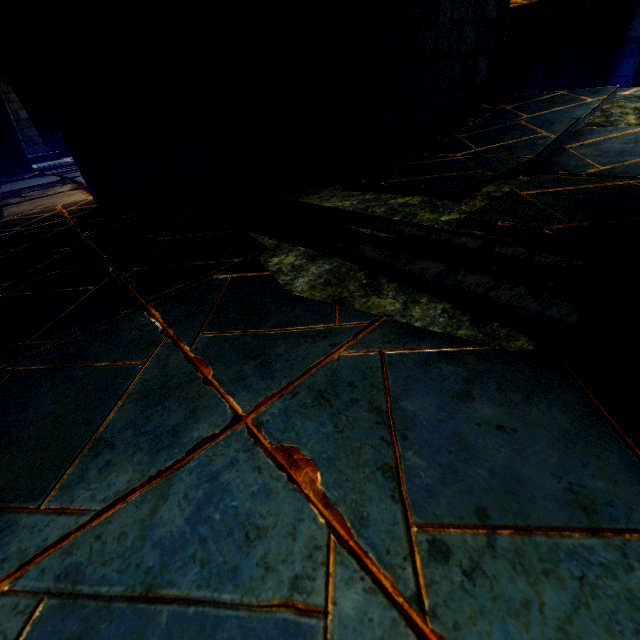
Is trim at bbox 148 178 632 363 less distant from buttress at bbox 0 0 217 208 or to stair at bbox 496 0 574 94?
buttress at bbox 0 0 217 208

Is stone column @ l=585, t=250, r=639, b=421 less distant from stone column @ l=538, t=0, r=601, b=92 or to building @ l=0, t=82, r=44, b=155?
stone column @ l=538, t=0, r=601, b=92

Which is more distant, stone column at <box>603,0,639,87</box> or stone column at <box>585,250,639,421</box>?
stone column at <box>603,0,639,87</box>

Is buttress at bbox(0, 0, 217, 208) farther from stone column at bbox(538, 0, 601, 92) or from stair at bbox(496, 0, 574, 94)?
stone column at bbox(538, 0, 601, 92)

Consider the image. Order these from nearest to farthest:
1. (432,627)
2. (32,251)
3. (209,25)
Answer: (432,627)
(32,251)
(209,25)

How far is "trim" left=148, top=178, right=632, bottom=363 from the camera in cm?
110

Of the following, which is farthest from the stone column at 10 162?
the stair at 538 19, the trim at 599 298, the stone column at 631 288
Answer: the stone column at 631 288

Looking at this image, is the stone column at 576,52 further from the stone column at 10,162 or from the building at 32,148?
the building at 32,148
